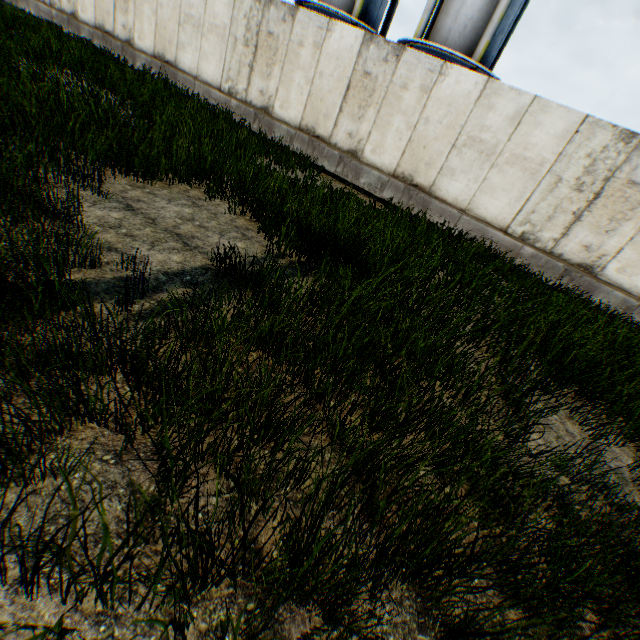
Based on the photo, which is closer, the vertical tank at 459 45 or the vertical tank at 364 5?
the vertical tank at 459 45

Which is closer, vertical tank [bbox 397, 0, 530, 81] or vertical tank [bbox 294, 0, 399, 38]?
vertical tank [bbox 397, 0, 530, 81]

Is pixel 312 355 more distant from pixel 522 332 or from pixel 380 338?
pixel 522 332
